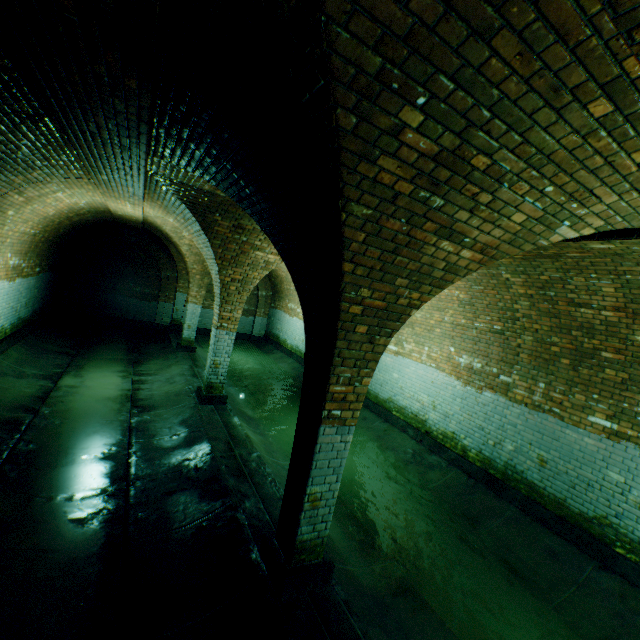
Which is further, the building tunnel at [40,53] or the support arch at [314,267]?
the building tunnel at [40,53]

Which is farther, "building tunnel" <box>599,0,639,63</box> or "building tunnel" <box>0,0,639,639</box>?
"building tunnel" <box>0,0,639,639</box>

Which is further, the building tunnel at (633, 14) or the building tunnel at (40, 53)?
the building tunnel at (40, 53)

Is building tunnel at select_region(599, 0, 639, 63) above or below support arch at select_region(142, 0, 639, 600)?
above

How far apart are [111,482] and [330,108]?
6.0 meters

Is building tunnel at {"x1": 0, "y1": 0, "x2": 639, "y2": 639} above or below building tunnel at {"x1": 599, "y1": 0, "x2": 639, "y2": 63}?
below

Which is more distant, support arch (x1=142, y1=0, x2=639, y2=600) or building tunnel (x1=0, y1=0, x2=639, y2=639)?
building tunnel (x1=0, y1=0, x2=639, y2=639)
